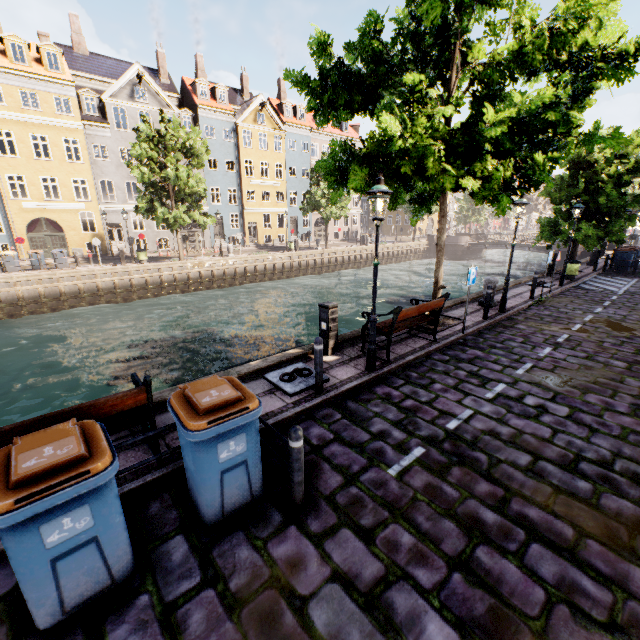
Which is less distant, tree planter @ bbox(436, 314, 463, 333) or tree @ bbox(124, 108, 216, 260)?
tree planter @ bbox(436, 314, 463, 333)

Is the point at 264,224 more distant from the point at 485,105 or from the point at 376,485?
the point at 376,485

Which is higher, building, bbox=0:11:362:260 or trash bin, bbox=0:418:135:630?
building, bbox=0:11:362:260

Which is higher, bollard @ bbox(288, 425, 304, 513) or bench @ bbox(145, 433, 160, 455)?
bench @ bbox(145, 433, 160, 455)

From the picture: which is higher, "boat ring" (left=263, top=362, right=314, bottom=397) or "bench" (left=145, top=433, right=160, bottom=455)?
"bench" (left=145, top=433, right=160, bottom=455)

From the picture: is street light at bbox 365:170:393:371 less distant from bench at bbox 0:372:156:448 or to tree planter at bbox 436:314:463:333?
tree planter at bbox 436:314:463:333

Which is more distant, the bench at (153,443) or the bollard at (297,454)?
the bench at (153,443)

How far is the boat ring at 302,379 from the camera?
6.2m
